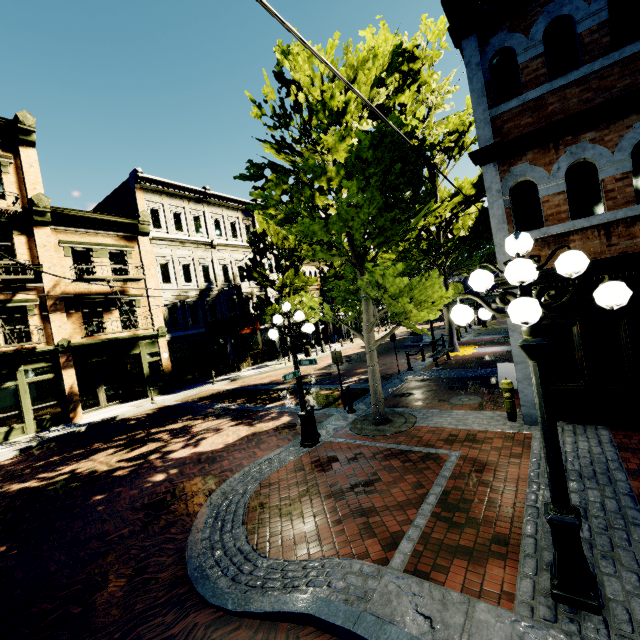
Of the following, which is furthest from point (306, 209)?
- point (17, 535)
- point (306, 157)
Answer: point (17, 535)

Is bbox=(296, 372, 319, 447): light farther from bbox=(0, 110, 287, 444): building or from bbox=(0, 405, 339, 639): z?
bbox=(0, 110, 287, 444): building

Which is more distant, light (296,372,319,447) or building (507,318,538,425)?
light (296,372,319,447)

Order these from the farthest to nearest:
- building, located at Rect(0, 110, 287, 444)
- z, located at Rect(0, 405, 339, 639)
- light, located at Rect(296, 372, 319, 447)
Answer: building, located at Rect(0, 110, 287, 444) → light, located at Rect(296, 372, 319, 447) → z, located at Rect(0, 405, 339, 639)

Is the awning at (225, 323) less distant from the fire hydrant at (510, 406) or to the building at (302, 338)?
the building at (302, 338)

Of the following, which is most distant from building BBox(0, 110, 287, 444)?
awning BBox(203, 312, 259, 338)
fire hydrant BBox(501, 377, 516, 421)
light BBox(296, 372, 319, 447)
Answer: fire hydrant BBox(501, 377, 516, 421)

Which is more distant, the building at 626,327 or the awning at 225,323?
the awning at 225,323

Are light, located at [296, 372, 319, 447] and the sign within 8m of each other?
yes
